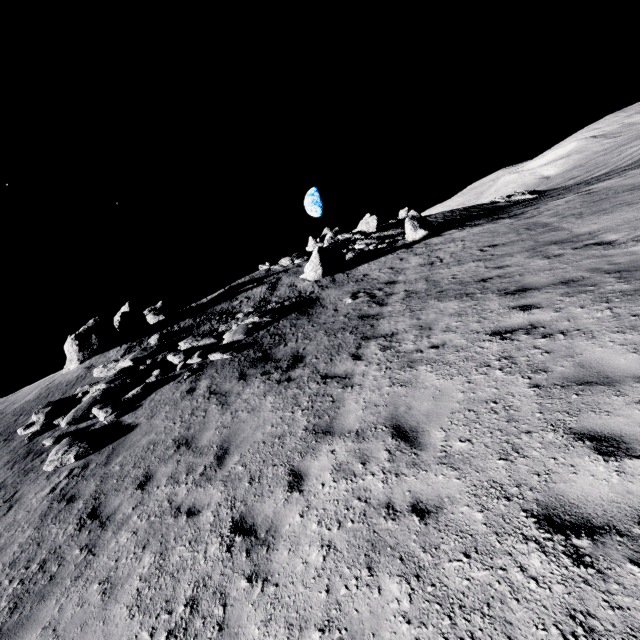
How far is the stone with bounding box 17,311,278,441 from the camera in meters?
11.9 m

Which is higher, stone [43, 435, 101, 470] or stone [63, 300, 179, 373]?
stone [63, 300, 179, 373]

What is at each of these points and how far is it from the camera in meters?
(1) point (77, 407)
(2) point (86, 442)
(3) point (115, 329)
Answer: (1) stone, 12.3 m
(2) stone, 9.6 m
(3) stone, 20.4 m

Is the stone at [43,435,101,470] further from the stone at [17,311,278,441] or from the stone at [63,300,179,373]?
the stone at [63,300,179,373]

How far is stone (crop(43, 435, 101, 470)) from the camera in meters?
9.2 m

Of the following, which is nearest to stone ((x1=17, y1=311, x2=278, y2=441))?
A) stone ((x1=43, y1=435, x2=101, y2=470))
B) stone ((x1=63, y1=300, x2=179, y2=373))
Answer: stone ((x1=43, y1=435, x2=101, y2=470))

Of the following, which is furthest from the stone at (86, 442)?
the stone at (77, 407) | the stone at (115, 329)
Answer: the stone at (115, 329)

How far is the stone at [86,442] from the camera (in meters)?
9.21
